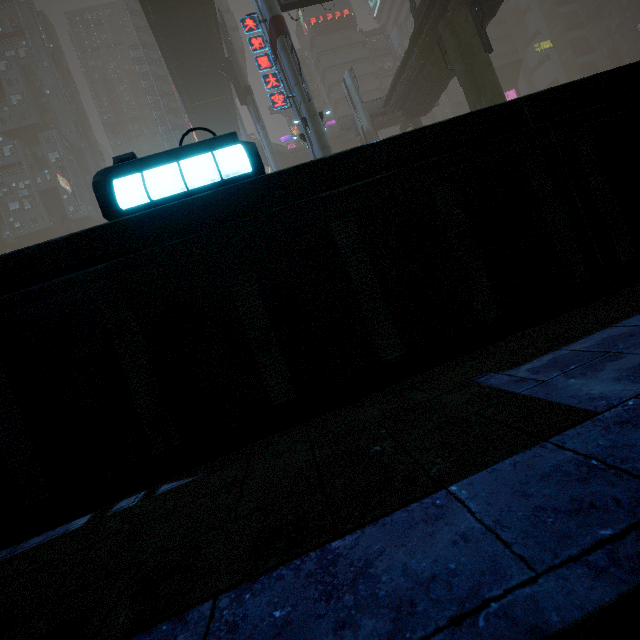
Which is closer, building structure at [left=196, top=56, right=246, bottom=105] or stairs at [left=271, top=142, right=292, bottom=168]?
building structure at [left=196, top=56, right=246, bottom=105]

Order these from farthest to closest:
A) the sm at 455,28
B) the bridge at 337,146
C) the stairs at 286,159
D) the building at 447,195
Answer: the bridge at 337,146 < the stairs at 286,159 < the sm at 455,28 < the building at 447,195

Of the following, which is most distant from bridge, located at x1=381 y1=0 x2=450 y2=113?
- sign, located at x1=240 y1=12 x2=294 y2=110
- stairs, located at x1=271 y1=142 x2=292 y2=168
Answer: stairs, located at x1=271 y1=142 x2=292 y2=168

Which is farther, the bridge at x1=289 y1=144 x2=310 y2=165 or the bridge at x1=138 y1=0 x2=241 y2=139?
the bridge at x1=289 y1=144 x2=310 y2=165

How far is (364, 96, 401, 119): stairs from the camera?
31.25m

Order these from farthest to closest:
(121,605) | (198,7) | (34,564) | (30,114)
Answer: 1. (30,114)
2. (198,7)
3. (34,564)
4. (121,605)

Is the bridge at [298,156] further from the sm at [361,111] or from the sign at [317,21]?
the sign at [317,21]

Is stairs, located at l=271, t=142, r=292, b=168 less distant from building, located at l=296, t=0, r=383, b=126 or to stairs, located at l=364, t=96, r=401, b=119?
building, located at l=296, t=0, r=383, b=126
